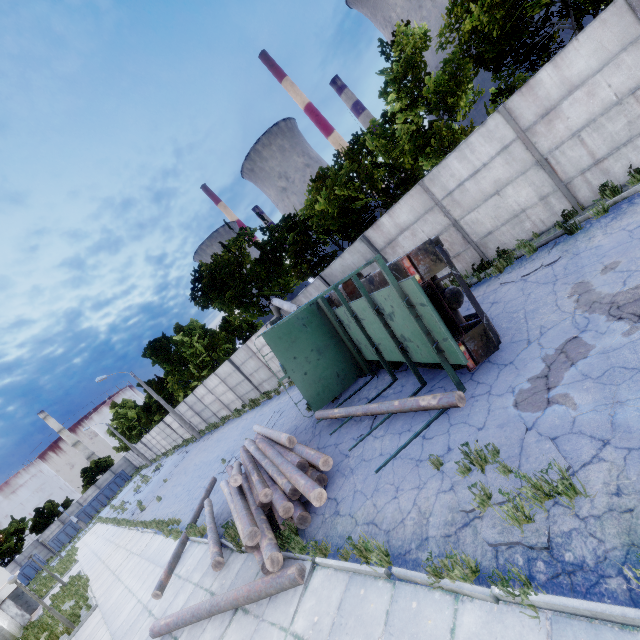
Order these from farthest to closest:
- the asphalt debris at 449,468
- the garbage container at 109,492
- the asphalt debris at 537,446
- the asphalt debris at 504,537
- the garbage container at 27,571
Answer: the garbage container at 109,492 → the garbage container at 27,571 → the asphalt debris at 449,468 → the asphalt debris at 537,446 → the asphalt debris at 504,537

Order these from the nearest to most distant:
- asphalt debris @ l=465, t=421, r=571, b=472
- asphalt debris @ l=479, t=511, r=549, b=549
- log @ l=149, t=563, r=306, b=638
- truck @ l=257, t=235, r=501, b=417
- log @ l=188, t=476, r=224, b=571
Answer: asphalt debris @ l=479, t=511, r=549, b=549
asphalt debris @ l=465, t=421, r=571, b=472
log @ l=149, t=563, r=306, b=638
truck @ l=257, t=235, r=501, b=417
log @ l=188, t=476, r=224, b=571

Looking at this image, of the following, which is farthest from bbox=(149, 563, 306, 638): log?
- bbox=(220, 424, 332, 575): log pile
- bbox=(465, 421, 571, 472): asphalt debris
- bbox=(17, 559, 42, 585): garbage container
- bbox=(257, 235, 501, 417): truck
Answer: bbox=(17, 559, 42, 585): garbage container

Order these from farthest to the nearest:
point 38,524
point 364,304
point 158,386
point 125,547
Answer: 1. point 38,524
2. point 158,386
3. point 125,547
4. point 364,304

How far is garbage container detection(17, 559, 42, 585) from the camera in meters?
41.8

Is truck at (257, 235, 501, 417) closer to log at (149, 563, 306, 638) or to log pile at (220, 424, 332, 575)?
log pile at (220, 424, 332, 575)

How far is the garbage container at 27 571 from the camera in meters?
41.8

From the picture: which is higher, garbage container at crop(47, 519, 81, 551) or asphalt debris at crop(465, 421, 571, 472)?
garbage container at crop(47, 519, 81, 551)
